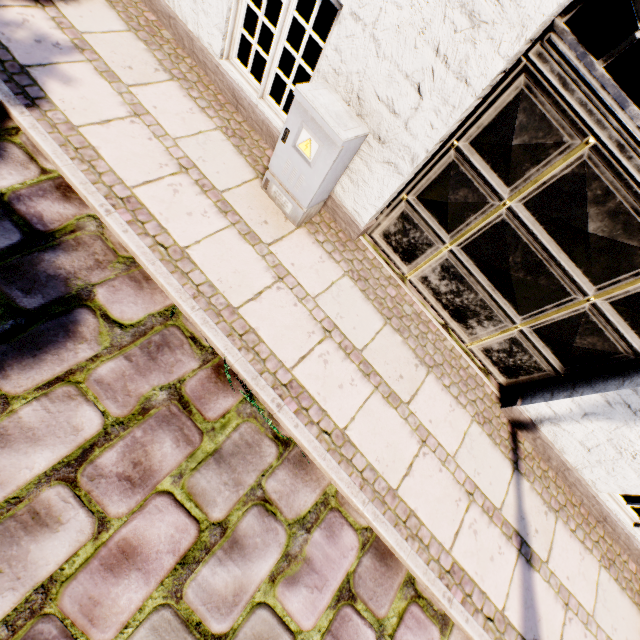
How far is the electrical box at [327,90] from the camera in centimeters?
237cm

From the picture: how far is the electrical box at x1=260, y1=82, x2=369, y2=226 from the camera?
2.37m

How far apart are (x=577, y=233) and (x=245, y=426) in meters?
2.9 m
